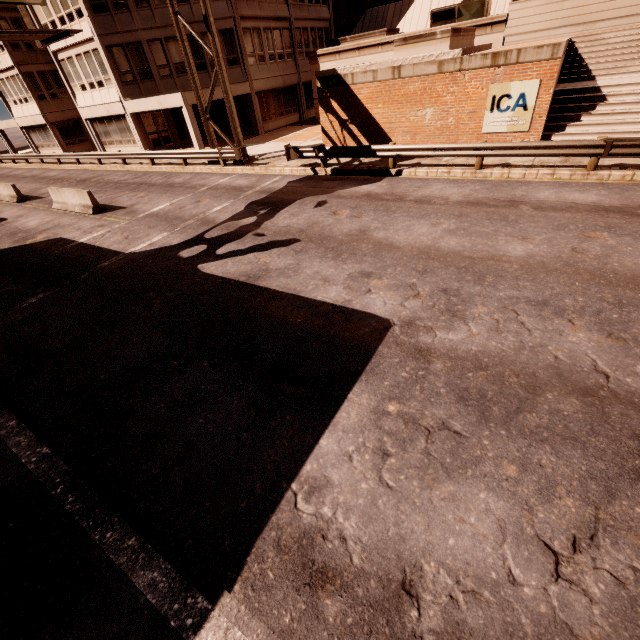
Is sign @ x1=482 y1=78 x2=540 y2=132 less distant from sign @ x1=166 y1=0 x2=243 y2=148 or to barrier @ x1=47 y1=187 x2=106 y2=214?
sign @ x1=166 y1=0 x2=243 y2=148

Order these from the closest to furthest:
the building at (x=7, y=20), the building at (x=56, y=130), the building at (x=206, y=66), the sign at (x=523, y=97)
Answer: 1. the sign at (x=523, y=97)
2. the building at (x=56, y=130)
3. the building at (x=206, y=66)
4. the building at (x=7, y=20)

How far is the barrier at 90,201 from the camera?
14.58m

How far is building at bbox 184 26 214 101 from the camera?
23.1 meters

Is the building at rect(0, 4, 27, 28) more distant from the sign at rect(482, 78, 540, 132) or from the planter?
the sign at rect(482, 78, 540, 132)

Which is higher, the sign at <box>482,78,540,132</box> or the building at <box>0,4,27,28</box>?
the building at <box>0,4,27,28</box>

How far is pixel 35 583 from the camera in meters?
3.5

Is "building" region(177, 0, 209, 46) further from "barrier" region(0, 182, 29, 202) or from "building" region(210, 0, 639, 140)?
"barrier" region(0, 182, 29, 202)
